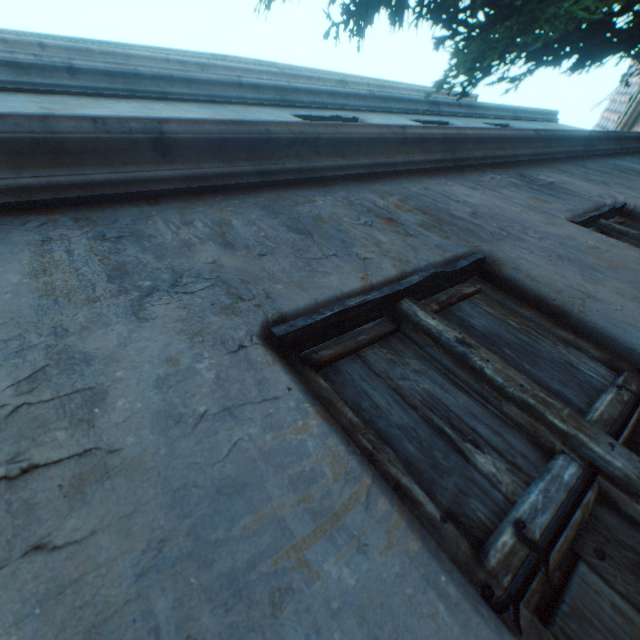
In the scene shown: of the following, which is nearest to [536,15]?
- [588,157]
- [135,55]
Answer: [588,157]
